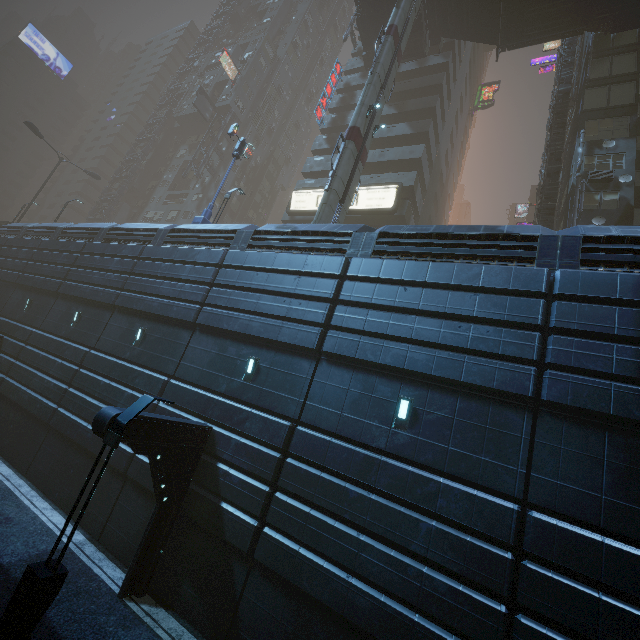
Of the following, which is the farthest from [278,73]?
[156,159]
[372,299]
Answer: [372,299]

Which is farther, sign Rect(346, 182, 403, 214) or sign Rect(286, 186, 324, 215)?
Answer: sign Rect(286, 186, 324, 215)

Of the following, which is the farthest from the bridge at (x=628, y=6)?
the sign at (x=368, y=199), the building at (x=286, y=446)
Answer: the sign at (x=368, y=199)

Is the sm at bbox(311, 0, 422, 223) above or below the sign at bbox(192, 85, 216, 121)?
below

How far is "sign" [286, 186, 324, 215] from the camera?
29.4m

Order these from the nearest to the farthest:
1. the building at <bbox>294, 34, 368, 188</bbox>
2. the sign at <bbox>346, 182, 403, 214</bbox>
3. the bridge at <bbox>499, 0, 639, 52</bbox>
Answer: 1. the bridge at <bbox>499, 0, 639, 52</bbox>
2. the sign at <bbox>346, 182, 403, 214</bbox>
3. the building at <bbox>294, 34, 368, 188</bbox>

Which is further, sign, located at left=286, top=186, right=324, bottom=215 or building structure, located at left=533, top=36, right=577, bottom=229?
sign, located at left=286, top=186, right=324, bottom=215

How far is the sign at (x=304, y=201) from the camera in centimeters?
2936cm
